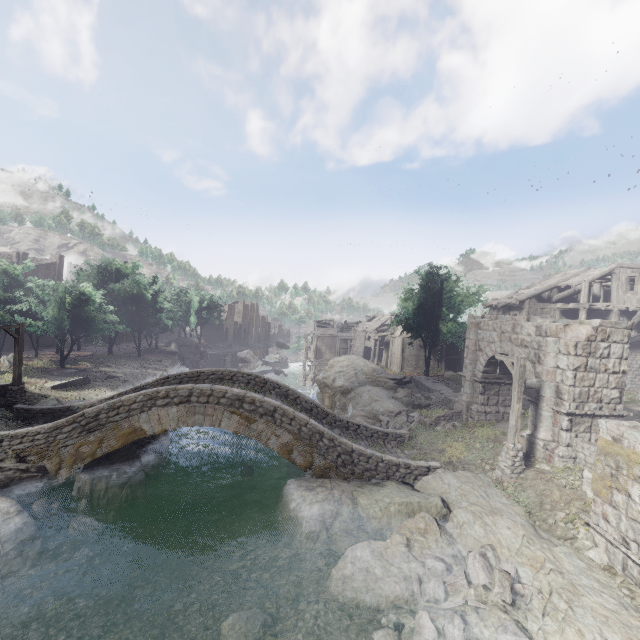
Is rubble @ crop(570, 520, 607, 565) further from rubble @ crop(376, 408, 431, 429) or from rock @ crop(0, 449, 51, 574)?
rock @ crop(0, 449, 51, 574)

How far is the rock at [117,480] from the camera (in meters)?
12.86

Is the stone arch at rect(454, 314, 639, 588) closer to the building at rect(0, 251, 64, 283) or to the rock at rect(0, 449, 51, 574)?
the rock at rect(0, 449, 51, 574)

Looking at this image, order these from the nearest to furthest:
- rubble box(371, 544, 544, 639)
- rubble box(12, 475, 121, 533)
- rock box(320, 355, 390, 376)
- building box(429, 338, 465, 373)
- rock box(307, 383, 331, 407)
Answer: rubble box(371, 544, 544, 639), rubble box(12, 475, 121, 533), rock box(307, 383, 331, 407), rock box(320, 355, 390, 376), building box(429, 338, 465, 373)

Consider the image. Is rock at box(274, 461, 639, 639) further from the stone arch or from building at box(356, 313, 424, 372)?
building at box(356, 313, 424, 372)

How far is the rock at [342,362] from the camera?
34.8m

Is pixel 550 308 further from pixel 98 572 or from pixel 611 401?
pixel 98 572

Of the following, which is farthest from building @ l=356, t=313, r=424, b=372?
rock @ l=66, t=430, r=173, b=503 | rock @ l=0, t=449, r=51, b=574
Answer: rock @ l=66, t=430, r=173, b=503
